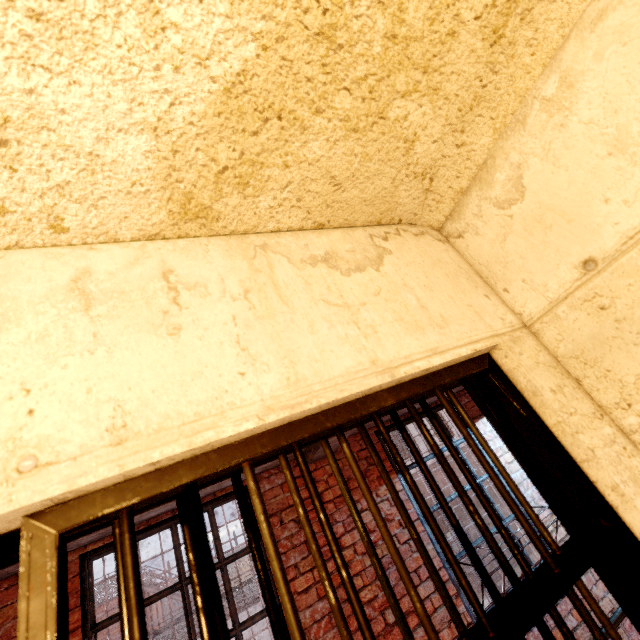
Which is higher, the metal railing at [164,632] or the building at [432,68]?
the building at [432,68]

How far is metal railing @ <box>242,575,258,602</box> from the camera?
16.3m

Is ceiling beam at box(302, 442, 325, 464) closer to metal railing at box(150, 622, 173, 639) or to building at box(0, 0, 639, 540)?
building at box(0, 0, 639, 540)

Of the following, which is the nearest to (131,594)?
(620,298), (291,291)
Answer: (291,291)

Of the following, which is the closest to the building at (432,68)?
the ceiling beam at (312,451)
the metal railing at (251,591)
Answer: the ceiling beam at (312,451)

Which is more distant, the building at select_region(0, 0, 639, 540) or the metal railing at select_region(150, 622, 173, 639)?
the metal railing at select_region(150, 622, 173, 639)

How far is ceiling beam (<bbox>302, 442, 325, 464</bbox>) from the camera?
3.09m
